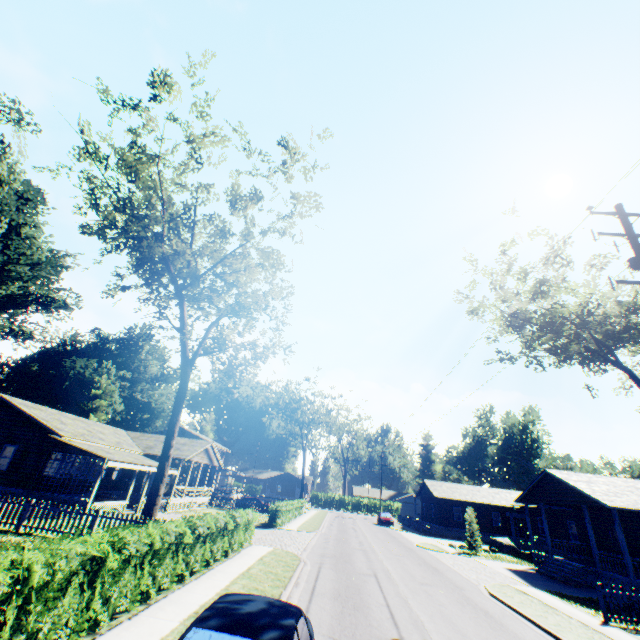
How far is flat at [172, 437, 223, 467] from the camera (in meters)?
31.23

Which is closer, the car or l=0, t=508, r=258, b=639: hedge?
the car

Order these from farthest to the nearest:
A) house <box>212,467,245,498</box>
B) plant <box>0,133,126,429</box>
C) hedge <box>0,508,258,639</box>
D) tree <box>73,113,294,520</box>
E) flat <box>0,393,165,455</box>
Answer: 1. house <box>212,467,245,498</box>
2. plant <box>0,133,126,429</box>
3. flat <box>0,393,165,455</box>
4. tree <box>73,113,294,520</box>
5. hedge <box>0,508,258,639</box>

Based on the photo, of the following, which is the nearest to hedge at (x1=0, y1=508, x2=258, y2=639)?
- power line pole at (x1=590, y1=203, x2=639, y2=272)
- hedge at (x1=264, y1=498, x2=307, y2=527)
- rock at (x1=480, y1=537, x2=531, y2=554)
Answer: hedge at (x1=264, y1=498, x2=307, y2=527)

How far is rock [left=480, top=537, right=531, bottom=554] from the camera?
30.8m

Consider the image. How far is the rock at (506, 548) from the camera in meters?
30.8 m

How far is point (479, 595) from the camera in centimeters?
1445cm

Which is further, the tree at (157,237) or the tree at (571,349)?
the tree at (157,237)
